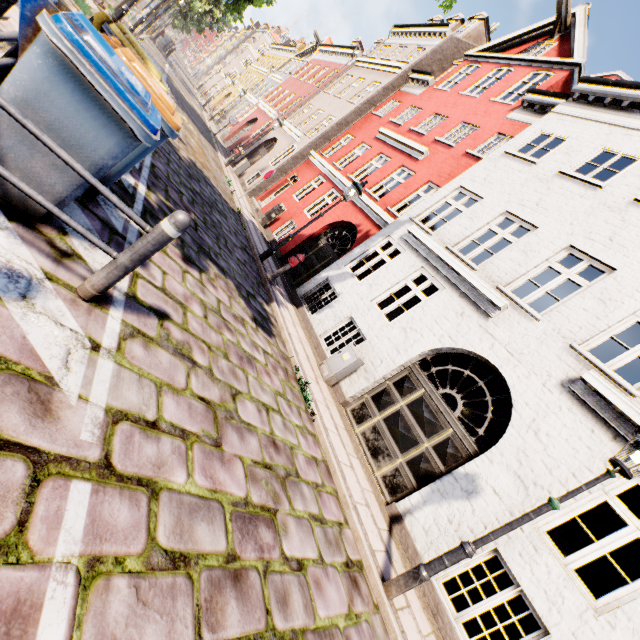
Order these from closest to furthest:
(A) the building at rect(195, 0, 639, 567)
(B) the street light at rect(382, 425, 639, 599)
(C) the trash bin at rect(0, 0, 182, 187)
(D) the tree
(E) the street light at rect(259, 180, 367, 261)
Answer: (C) the trash bin at rect(0, 0, 182, 187) → (B) the street light at rect(382, 425, 639, 599) → (A) the building at rect(195, 0, 639, 567) → (E) the street light at rect(259, 180, 367, 261) → (D) the tree

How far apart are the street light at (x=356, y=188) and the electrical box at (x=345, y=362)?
3.91m

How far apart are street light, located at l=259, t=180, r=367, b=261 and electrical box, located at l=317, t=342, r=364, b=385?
3.9 meters

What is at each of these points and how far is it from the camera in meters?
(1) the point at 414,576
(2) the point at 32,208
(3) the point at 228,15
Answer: (1) street light, 4.0
(2) trash bin, 2.6
(3) tree, 24.5

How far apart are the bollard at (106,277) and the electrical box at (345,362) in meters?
5.7

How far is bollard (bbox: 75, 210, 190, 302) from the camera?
2.5m

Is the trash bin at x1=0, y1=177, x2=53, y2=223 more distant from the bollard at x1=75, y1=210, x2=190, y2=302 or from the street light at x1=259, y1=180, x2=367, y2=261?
the street light at x1=259, y1=180, x2=367, y2=261

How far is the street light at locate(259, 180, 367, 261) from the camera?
9.47m
